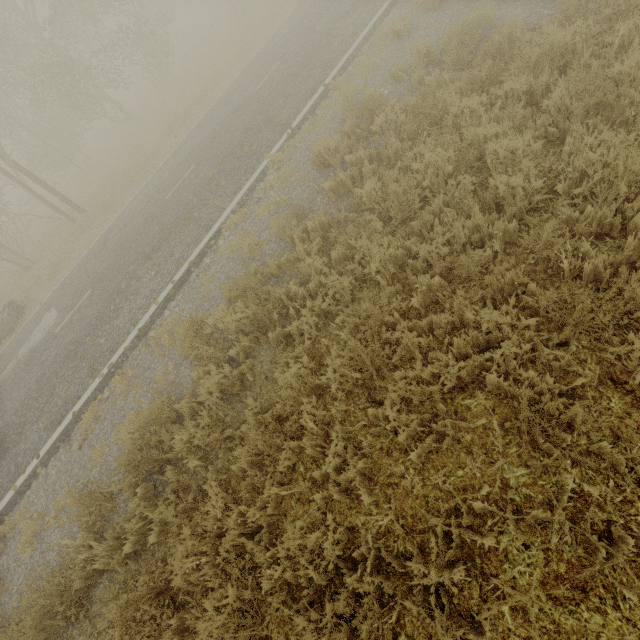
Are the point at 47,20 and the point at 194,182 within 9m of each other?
no

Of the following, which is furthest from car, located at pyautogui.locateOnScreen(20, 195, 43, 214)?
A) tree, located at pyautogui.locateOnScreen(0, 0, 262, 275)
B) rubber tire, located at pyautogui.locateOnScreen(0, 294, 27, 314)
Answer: A: rubber tire, located at pyautogui.locateOnScreen(0, 294, 27, 314)

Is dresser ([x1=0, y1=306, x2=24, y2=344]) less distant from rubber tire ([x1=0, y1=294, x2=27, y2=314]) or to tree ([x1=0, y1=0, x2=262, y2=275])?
rubber tire ([x1=0, y1=294, x2=27, y2=314])

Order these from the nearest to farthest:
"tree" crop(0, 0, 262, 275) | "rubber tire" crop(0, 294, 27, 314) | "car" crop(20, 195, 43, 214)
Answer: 1. "rubber tire" crop(0, 294, 27, 314)
2. "tree" crop(0, 0, 262, 275)
3. "car" crop(20, 195, 43, 214)

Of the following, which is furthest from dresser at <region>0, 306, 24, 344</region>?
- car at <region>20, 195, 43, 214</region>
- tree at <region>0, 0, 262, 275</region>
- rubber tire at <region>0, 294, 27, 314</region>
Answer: car at <region>20, 195, 43, 214</region>

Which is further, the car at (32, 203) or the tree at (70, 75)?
the car at (32, 203)

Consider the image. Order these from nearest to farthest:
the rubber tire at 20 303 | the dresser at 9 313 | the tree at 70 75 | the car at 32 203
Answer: the dresser at 9 313
the rubber tire at 20 303
the tree at 70 75
the car at 32 203

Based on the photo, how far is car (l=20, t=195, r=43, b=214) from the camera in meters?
22.7 m
